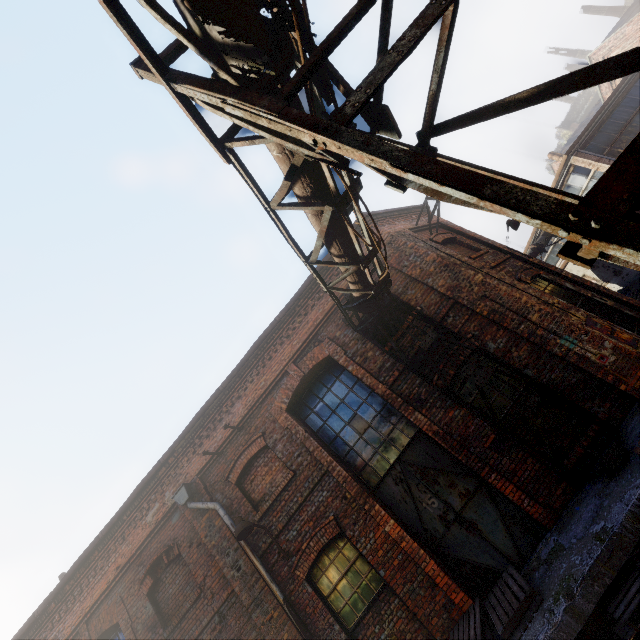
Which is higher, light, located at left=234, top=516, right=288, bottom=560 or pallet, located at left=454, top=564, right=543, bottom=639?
light, located at left=234, top=516, right=288, bottom=560

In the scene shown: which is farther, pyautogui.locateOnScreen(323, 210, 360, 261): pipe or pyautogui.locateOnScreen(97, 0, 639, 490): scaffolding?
pyautogui.locateOnScreen(323, 210, 360, 261): pipe

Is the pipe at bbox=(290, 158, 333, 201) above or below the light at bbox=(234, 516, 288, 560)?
above

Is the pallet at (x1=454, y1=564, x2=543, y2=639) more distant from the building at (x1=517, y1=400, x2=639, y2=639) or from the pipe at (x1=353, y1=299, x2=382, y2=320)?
the pipe at (x1=353, y1=299, x2=382, y2=320)

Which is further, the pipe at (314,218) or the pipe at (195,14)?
the pipe at (314,218)

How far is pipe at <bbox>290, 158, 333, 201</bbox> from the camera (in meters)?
3.59

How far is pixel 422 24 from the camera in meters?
1.9
